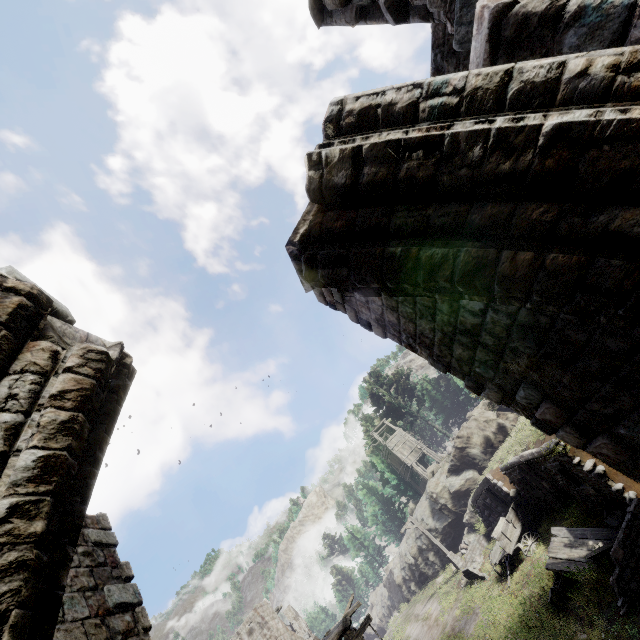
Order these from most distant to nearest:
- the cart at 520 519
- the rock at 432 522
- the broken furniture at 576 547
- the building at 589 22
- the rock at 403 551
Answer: the rock at 403 551 < the rock at 432 522 < the cart at 520 519 < the broken furniture at 576 547 < the building at 589 22

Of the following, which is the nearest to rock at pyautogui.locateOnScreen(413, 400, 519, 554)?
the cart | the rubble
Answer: the rubble

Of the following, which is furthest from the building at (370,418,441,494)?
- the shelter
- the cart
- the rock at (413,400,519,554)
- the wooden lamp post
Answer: the cart

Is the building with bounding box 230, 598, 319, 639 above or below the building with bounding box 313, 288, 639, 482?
above

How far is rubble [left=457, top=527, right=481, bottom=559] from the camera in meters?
25.5 m

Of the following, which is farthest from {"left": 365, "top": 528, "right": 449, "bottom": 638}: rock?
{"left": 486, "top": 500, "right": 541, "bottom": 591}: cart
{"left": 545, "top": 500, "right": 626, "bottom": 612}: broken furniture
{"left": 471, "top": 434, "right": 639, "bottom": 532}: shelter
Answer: {"left": 545, "top": 500, "right": 626, "bottom": 612}: broken furniture

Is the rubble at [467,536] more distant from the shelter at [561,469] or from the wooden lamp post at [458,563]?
the shelter at [561,469]

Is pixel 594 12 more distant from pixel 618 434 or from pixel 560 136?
pixel 618 434
